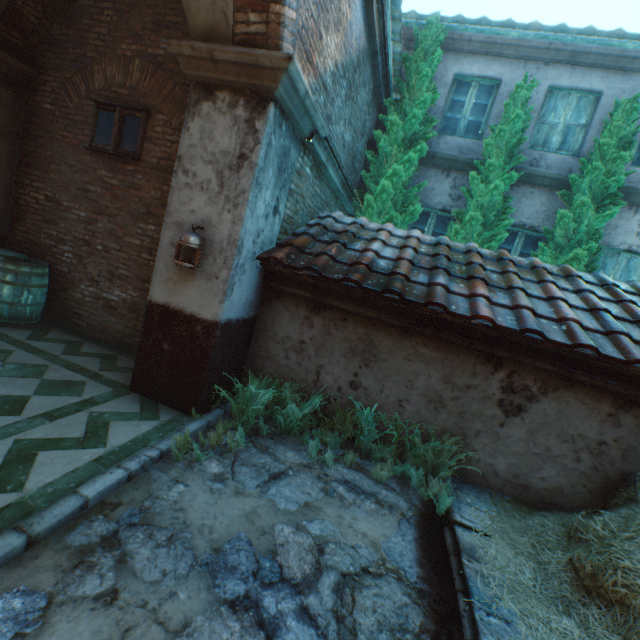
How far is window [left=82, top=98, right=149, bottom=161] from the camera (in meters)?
4.84

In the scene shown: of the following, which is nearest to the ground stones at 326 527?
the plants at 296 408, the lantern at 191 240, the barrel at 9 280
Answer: the plants at 296 408

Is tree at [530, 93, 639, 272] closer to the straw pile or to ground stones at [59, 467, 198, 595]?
the straw pile

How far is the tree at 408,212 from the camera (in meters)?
6.61

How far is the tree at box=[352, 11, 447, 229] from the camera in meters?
6.6 m

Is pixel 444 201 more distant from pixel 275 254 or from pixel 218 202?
pixel 218 202

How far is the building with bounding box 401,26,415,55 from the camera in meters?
7.3 m

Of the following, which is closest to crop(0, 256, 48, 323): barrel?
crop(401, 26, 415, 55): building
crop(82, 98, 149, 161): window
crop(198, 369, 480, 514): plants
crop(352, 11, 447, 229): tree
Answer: crop(82, 98, 149, 161): window
